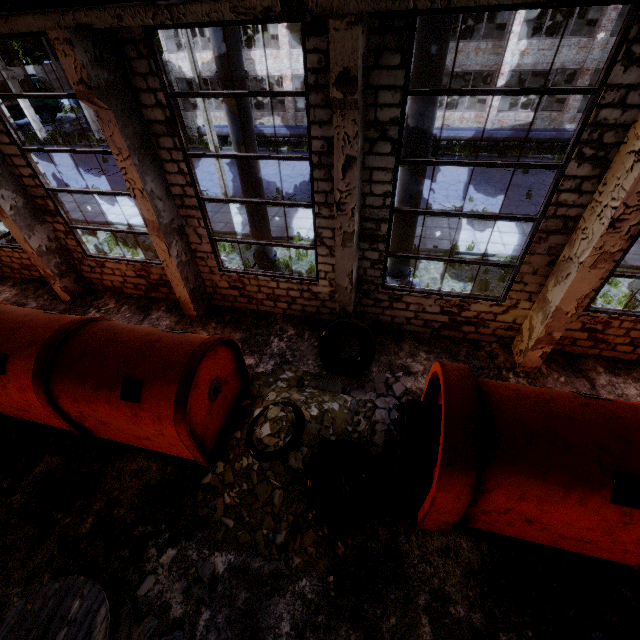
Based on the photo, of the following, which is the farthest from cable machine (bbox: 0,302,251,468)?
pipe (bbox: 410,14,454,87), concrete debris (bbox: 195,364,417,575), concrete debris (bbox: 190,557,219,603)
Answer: pipe (bbox: 410,14,454,87)

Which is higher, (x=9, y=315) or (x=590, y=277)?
(x=590, y=277)

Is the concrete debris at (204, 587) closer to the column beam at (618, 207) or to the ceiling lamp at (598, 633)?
the ceiling lamp at (598, 633)

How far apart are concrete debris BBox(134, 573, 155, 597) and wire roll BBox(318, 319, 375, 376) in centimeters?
493cm

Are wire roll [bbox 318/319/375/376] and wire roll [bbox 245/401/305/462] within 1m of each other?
no

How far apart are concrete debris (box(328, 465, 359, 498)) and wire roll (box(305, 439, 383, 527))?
0.0m

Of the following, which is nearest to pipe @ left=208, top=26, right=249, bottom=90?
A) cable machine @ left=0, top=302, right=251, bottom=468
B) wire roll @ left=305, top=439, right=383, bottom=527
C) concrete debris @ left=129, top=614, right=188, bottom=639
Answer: cable machine @ left=0, top=302, right=251, bottom=468

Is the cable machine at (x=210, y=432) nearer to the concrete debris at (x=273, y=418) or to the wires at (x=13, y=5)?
the concrete debris at (x=273, y=418)
